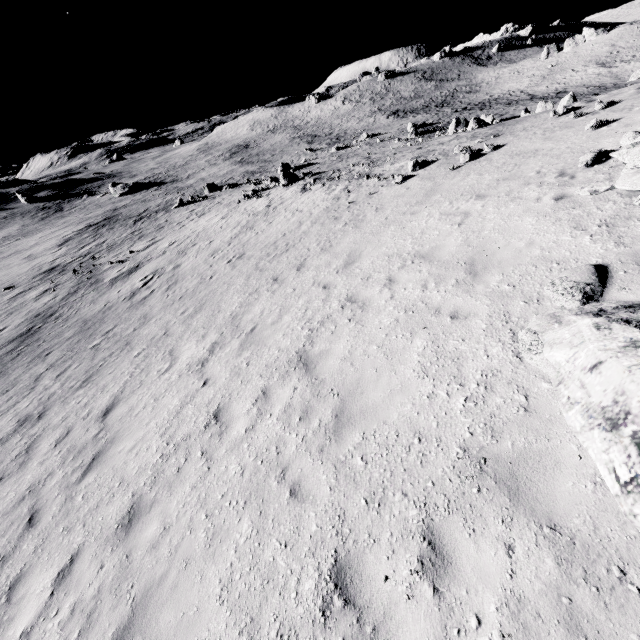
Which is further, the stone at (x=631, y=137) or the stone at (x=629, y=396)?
the stone at (x=631, y=137)

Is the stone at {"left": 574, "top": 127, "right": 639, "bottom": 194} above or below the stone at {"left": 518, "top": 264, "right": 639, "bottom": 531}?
above

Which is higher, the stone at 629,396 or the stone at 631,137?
the stone at 631,137

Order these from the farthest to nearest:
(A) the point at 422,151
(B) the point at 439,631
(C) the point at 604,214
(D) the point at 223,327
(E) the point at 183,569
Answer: (A) the point at 422,151
(D) the point at 223,327
(C) the point at 604,214
(E) the point at 183,569
(B) the point at 439,631

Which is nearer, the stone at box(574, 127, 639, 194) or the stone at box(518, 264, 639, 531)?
the stone at box(518, 264, 639, 531)
